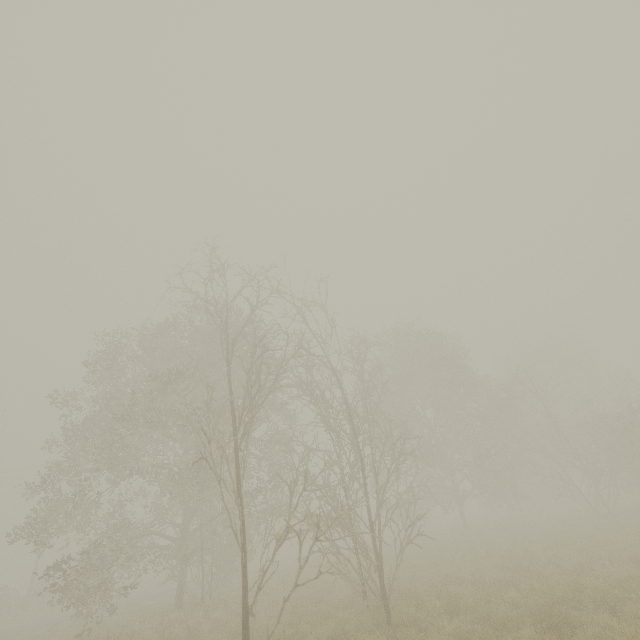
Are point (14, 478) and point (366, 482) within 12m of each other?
no
